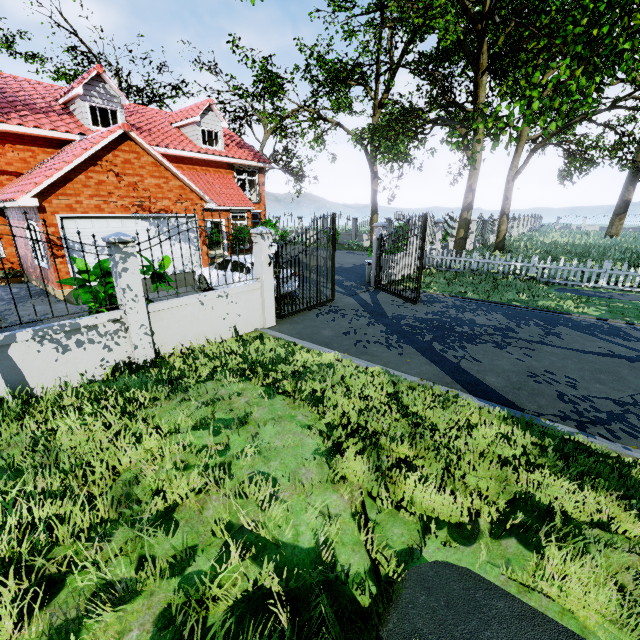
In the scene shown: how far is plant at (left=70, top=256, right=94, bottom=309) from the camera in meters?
6.6 m

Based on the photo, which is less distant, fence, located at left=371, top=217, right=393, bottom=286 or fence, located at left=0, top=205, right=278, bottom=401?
fence, located at left=0, top=205, right=278, bottom=401

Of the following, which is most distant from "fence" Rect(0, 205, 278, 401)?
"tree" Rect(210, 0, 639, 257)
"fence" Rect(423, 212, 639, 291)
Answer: "fence" Rect(423, 212, 639, 291)

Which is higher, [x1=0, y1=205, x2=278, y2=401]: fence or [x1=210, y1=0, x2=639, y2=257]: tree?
[x1=210, y1=0, x2=639, y2=257]: tree

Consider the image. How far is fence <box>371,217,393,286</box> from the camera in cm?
1263

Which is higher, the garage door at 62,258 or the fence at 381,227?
the fence at 381,227

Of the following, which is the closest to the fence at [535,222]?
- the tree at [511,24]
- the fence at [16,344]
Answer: the tree at [511,24]

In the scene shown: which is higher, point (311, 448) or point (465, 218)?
point (465, 218)
